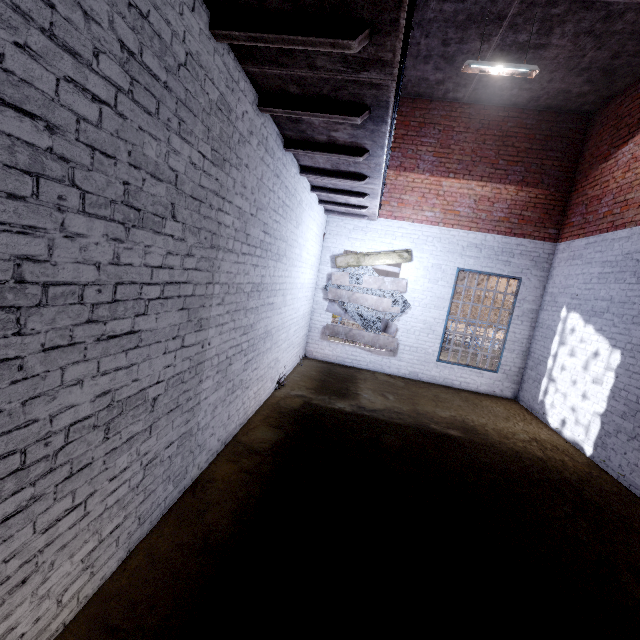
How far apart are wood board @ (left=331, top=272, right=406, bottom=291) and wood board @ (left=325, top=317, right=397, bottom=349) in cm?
9

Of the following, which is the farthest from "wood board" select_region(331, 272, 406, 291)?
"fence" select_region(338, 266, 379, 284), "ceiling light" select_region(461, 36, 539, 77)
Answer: "ceiling light" select_region(461, 36, 539, 77)

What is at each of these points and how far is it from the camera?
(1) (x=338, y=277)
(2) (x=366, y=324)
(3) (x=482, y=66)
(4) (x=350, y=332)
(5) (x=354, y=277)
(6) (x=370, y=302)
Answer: (1) wood board, 8.64m
(2) fence, 8.70m
(3) ceiling light, 5.38m
(4) wood board, 8.77m
(5) fence, 8.57m
(6) wood board, 8.60m

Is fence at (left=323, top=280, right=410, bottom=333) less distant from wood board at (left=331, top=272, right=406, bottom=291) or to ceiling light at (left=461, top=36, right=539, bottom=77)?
wood board at (left=331, top=272, right=406, bottom=291)

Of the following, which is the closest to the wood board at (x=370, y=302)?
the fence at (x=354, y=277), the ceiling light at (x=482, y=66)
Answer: the fence at (x=354, y=277)

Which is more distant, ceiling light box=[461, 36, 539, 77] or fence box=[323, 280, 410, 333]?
fence box=[323, 280, 410, 333]

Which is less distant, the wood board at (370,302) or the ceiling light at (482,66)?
the ceiling light at (482,66)
